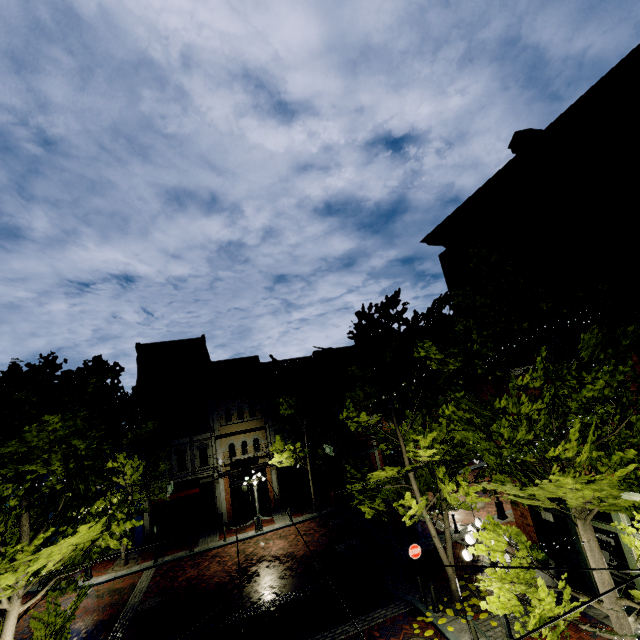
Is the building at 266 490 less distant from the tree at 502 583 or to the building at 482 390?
the tree at 502 583

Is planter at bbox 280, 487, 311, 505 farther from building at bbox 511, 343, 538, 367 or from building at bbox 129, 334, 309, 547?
building at bbox 511, 343, 538, 367

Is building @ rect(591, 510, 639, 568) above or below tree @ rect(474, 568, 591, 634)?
below

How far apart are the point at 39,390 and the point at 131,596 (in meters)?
13.82

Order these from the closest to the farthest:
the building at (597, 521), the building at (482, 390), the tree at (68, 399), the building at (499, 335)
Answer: the tree at (68, 399), the building at (597, 521), the building at (499, 335), the building at (482, 390)

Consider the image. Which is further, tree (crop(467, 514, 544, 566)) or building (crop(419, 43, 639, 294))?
building (crop(419, 43, 639, 294))

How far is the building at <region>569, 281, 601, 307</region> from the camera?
8.9m
